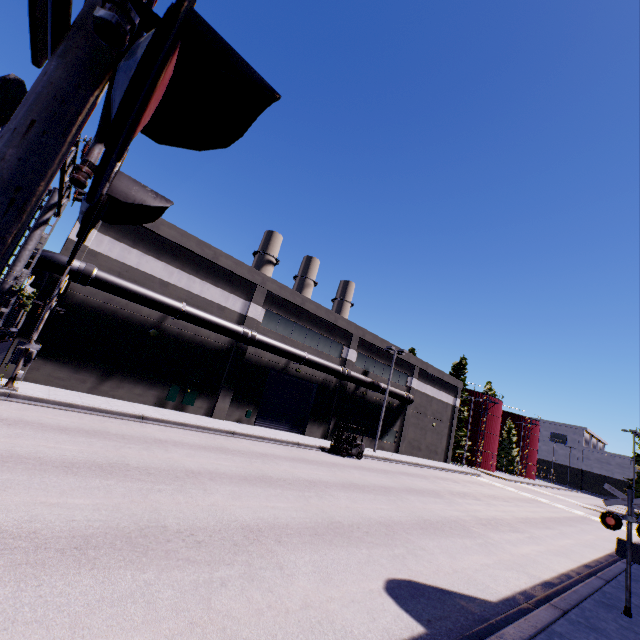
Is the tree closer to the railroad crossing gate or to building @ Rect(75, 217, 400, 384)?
building @ Rect(75, 217, 400, 384)

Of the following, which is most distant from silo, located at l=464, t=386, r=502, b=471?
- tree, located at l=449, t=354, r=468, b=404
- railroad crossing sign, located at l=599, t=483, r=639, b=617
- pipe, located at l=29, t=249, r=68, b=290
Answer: railroad crossing sign, located at l=599, t=483, r=639, b=617

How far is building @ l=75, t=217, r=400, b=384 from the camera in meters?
18.6

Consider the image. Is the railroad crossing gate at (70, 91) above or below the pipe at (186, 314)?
below

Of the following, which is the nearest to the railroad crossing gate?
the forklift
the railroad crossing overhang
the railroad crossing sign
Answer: the railroad crossing overhang

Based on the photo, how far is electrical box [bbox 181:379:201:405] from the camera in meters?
20.5

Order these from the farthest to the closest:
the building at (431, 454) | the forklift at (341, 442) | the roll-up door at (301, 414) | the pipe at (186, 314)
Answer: the building at (431, 454), the roll-up door at (301, 414), the forklift at (341, 442), the pipe at (186, 314)

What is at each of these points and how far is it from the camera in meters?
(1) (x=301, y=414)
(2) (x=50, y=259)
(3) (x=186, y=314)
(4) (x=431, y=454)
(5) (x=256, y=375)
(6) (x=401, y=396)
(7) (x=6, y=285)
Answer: (1) roll-up door, 27.0
(2) pipe, 15.5
(3) pipe, 19.4
(4) building, 39.4
(5) building, 24.1
(6) pipe, 33.3
(7) railroad crossing overhang, 13.5
